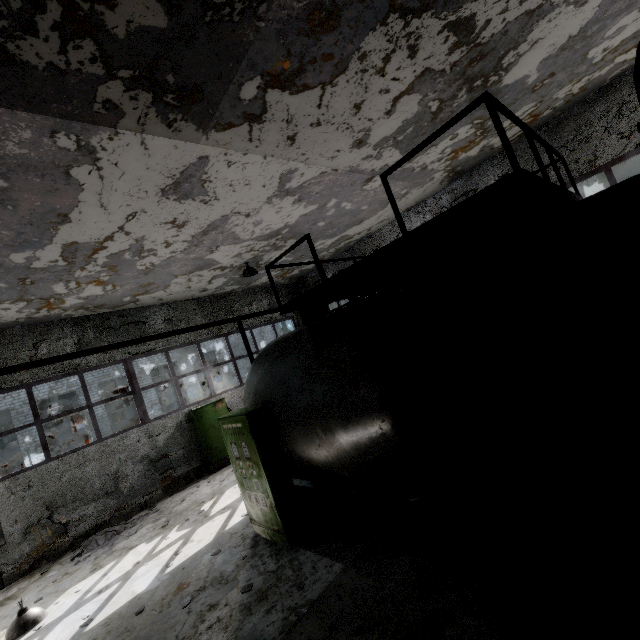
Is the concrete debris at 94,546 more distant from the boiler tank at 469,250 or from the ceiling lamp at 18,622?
the boiler tank at 469,250

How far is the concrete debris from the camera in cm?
845

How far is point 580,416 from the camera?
2.7 meters

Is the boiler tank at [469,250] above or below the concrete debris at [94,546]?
above

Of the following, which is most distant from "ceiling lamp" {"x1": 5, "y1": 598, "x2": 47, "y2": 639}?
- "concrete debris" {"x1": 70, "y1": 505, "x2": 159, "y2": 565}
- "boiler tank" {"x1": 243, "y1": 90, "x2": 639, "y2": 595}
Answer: "boiler tank" {"x1": 243, "y1": 90, "x2": 639, "y2": 595}

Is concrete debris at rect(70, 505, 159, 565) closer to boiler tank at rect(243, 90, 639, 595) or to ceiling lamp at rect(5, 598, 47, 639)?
ceiling lamp at rect(5, 598, 47, 639)
